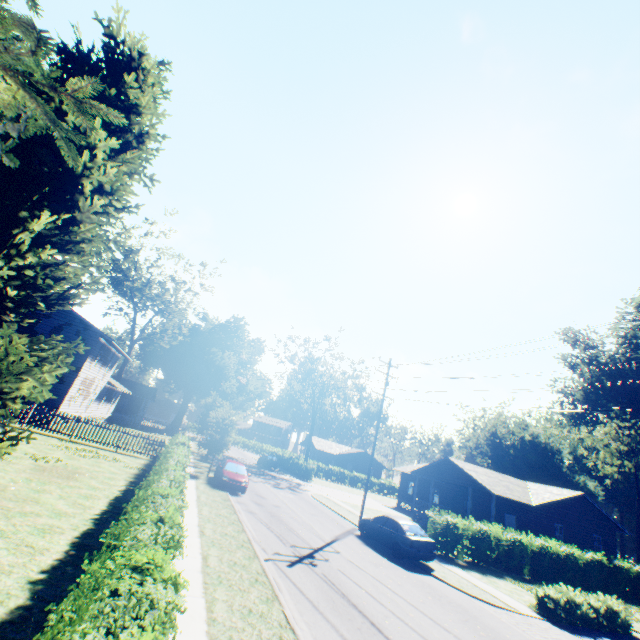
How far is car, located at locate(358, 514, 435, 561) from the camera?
15.73m

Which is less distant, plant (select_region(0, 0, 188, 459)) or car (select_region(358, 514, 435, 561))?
plant (select_region(0, 0, 188, 459))

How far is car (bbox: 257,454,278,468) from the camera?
44.5m

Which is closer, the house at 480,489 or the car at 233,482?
the car at 233,482

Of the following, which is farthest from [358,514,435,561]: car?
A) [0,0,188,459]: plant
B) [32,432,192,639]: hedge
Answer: [32,432,192,639]: hedge

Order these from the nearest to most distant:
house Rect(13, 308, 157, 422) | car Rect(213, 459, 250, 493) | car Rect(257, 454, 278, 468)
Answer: car Rect(213, 459, 250, 493) < house Rect(13, 308, 157, 422) < car Rect(257, 454, 278, 468)

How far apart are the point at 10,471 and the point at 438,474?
33.0 meters

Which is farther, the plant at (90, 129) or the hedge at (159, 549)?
the plant at (90, 129)
